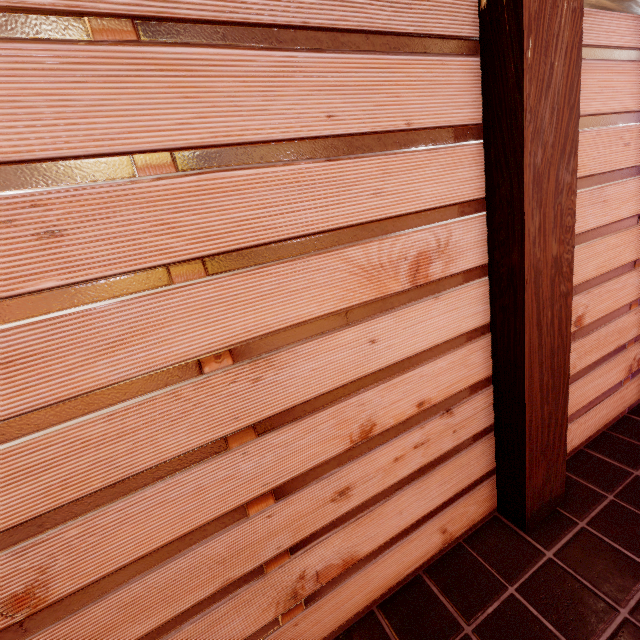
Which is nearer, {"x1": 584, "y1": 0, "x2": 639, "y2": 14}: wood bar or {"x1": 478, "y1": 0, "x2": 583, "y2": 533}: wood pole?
{"x1": 478, "y1": 0, "x2": 583, "y2": 533}: wood pole

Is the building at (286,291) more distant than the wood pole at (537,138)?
No

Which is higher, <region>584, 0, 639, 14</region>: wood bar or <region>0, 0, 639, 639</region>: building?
<region>584, 0, 639, 14</region>: wood bar

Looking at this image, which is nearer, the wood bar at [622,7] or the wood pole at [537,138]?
the wood pole at [537,138]

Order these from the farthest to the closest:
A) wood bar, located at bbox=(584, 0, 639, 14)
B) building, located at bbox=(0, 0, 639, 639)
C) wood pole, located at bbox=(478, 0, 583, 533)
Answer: wood bar, located at bbox=(584, 0, 639, 14), wood pole, located at bbox=(478, 0, 583, 533), building, located at bbox=(0, 0, 639, 639)

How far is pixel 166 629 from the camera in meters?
2.3 m

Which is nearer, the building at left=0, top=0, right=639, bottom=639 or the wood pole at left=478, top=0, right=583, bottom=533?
the building at left=0, top=0, right=639, bottom=639

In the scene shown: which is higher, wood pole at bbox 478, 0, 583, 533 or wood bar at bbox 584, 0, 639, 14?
wood bar at bbox 584, 0, 639, 14
